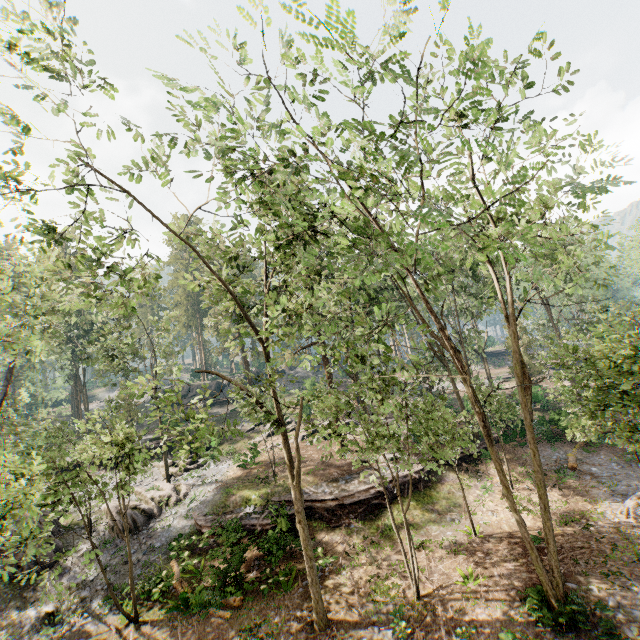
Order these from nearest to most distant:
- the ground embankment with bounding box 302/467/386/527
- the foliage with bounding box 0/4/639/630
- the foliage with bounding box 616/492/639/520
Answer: the foliage with bounding box 0/4/639/630 < the foliage with bounding box 616/492/639/520 < the ground embankment with bounding box 302/467/386/527

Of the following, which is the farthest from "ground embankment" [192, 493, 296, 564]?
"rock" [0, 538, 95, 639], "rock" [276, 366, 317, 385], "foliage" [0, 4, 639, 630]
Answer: "rock" [276, 366, 317, 385]

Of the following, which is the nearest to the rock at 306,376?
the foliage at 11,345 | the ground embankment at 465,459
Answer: the foliage at 11,345

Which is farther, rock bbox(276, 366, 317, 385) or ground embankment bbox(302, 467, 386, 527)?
rock bbox(276, 366, 317, 385)

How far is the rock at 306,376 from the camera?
46.5 meters

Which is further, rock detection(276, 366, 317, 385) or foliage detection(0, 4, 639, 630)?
rock detection(276, 366, 317, 385)

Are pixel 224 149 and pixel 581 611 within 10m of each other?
no
